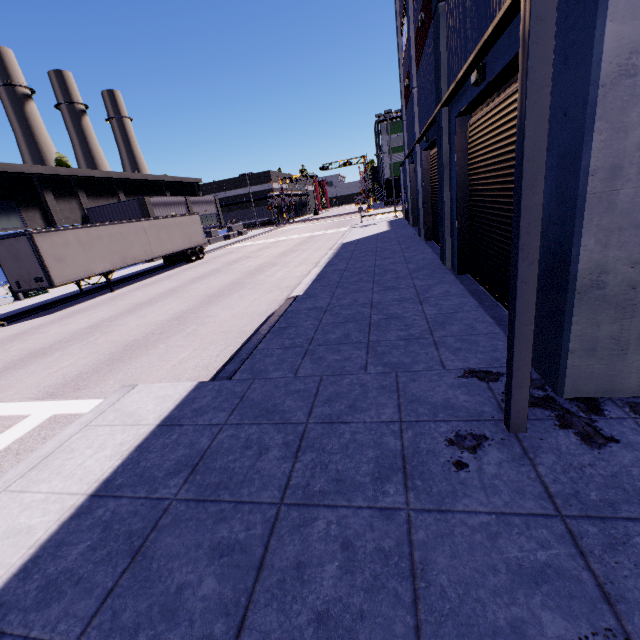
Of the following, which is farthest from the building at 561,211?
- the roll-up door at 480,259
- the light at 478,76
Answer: the light at 478,76

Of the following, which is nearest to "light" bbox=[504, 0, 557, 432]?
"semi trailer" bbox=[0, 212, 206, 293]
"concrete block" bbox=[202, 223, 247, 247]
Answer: "semi trailer" bbox=[0, 212, 206, 293]

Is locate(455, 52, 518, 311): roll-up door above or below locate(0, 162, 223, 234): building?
below

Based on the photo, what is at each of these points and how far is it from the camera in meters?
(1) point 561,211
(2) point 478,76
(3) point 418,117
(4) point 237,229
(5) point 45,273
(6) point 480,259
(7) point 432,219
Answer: (1) building, 3.6 m
(2) light, 6.2 m
(3) building, 16.4 m
(4) concrete block, 50.4 m
(5) semi trailer, 15.8 m
(6) roll-up door, 8.9 m
(7) roll-up door, 17.0 m

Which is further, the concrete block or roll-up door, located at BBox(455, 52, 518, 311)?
the concrete block

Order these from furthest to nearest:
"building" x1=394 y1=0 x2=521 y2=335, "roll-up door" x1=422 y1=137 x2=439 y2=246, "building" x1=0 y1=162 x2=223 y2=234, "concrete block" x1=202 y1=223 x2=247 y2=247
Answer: "concrete block" x1=202 y1=223 x2=247 y2=247 → "building" x1=0 y1=162 x2=223 y2=234 → "roll-up door" x1=422 y1=137 x2=439 y2=246 → "building" x1=394 y1=0 x2=521 y2=335

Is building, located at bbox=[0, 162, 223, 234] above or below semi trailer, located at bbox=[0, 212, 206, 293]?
above

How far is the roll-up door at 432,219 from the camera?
14.8m
